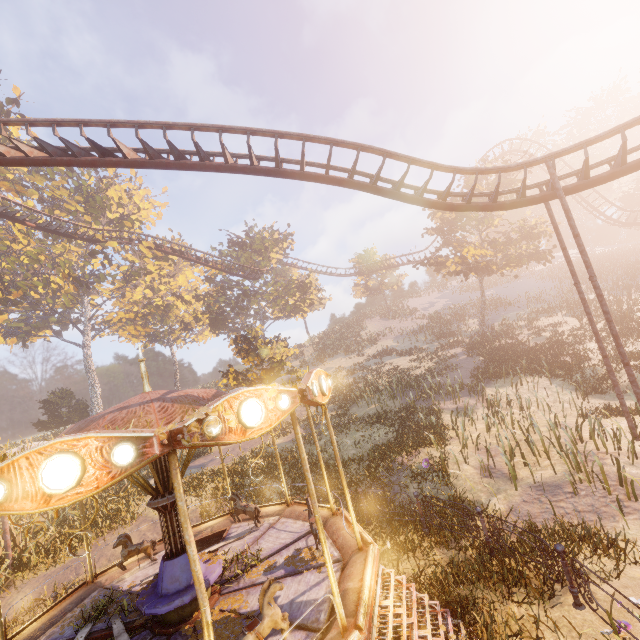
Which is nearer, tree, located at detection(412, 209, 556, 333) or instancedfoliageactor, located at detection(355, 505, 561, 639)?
instancedfoliageactor, located at detection(355, 505, 561, 639)

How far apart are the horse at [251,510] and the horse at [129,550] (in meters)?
2.02

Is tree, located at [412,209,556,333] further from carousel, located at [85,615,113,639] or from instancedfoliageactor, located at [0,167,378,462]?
carousel, located at [85,615,113,639]

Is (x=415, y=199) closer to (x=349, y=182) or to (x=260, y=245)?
(x=349, y=182)

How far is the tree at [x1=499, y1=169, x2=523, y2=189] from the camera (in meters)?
27.17

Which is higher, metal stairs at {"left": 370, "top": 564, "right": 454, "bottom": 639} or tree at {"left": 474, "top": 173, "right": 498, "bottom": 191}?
tree at {"left": 474, "top": 173, "right": 498, "bottom": 191}

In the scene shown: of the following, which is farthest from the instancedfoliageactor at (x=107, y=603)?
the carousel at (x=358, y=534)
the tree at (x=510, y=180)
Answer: the tree at (x=510, y=180)

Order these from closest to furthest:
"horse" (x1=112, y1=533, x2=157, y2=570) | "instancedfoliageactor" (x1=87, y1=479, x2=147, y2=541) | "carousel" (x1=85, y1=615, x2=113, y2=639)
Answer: "carousel" (x1=85, y1=615, x2=113, y2=639) → "horse" (x1=112, y1=533, x2=157, y2=570) → "instancedfoliageactor" (x1=87, y1=479, x2=147, y2=541)
